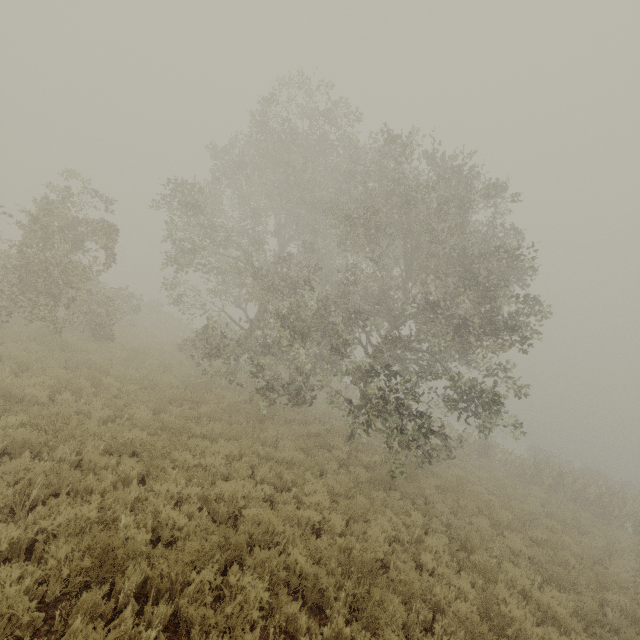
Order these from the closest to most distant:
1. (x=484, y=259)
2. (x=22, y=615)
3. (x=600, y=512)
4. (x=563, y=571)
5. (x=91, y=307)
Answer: (x=22, y=615) → (x=563, y=571) → (x=484, y=259) → (x=91, y=307) → (x=600, y=512)
